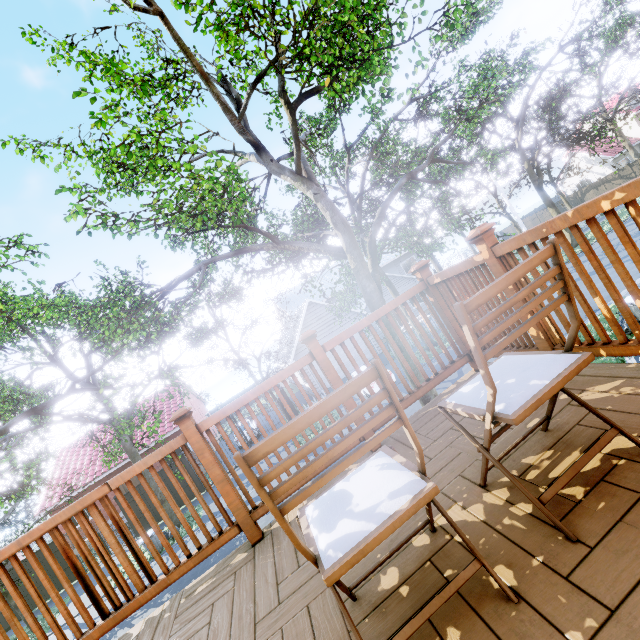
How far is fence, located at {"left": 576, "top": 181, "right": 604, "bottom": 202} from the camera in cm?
3631

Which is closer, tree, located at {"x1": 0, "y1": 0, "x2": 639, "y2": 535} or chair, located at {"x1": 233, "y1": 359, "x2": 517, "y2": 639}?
chair, located at {"x1": 233, "y1": 359, "x2": 517, "y2": 639}

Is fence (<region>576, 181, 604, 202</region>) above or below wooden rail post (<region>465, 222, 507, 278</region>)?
below

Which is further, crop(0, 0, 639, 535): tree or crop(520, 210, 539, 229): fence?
crop(520, 210, 539, 229): fence

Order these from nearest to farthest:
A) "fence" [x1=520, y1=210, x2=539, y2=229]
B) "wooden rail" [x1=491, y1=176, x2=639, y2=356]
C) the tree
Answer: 1. "wooden rail" [x1=491, y1=176, x2=639, y2=356]
2. the tree
3. "fence" [x1=520, y1=210, x2=539, y2=229]

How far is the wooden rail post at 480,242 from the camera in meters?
2.0 m

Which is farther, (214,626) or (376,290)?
(376,290)

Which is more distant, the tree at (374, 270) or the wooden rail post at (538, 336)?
the tree at (374, 270)
